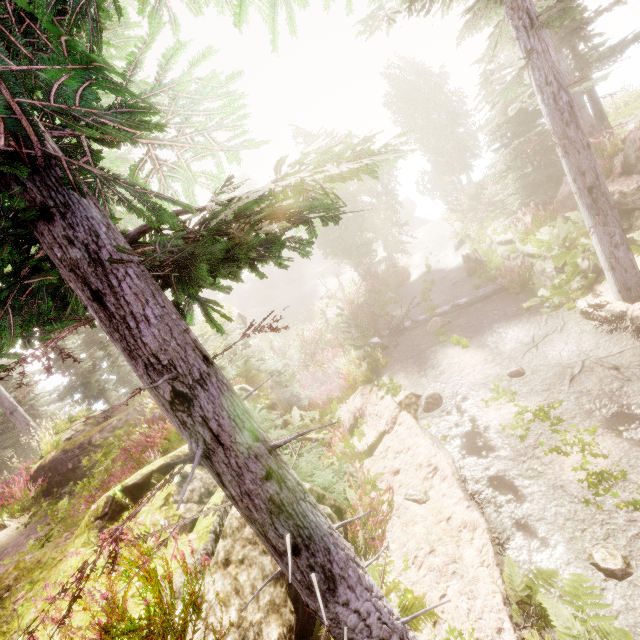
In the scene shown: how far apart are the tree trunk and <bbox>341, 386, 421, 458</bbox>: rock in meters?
9.2

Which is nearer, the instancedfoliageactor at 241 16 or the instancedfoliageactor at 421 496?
the instancedfoliageactor at 241 16

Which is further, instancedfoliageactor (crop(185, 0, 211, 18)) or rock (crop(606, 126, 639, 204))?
rock (crop(606, 126, 639, 204))

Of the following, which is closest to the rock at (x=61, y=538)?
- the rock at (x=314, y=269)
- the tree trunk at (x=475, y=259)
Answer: the tree trunk at (x=475, y=259)

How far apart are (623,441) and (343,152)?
7.0m

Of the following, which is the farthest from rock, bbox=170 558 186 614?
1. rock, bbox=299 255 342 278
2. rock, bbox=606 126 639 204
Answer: rock, bbox=299 255 342 278

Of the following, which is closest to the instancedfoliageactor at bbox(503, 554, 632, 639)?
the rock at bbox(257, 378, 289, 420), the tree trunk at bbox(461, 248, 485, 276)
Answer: the rock at bbox(257, 378, 289, 420)

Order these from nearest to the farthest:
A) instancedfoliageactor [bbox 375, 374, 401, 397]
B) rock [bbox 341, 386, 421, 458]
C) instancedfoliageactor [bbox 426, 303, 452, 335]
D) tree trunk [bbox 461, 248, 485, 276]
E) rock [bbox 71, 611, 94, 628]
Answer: rock [bbox 71, 611, 94, 628] → rock [bbox 341, 386, 421, 458] → instancedfoliageactor [bbox 375, 374, 401, 397] → instancedfoliageactor [bbox 426, 303, 452, 335] → tree trunk [bbox 461, 248, 485, 276]
